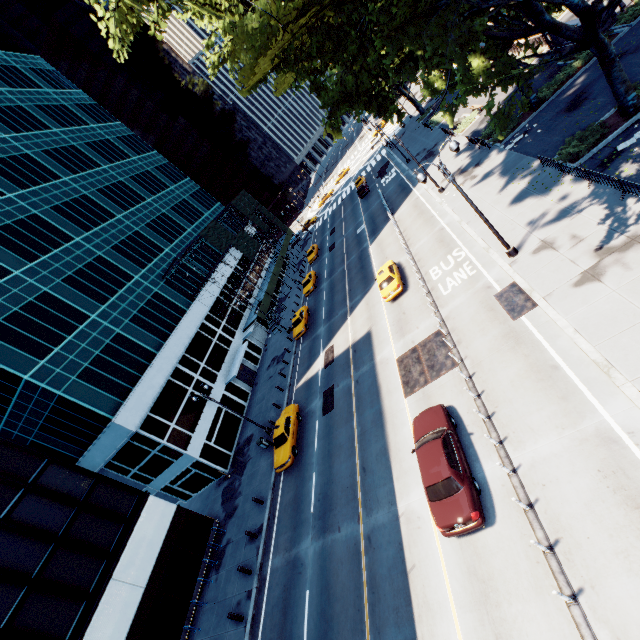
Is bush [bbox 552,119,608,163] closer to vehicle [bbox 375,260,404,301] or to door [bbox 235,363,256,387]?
vehicle [bbox 375,260,404,301]

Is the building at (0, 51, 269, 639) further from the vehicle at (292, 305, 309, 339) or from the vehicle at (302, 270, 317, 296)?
the vehicle at (302, 270, 317, 296)

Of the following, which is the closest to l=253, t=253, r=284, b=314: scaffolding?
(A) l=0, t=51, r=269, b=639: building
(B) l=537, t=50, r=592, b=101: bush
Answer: (A) l=0, t=51, r=269, b=639: building

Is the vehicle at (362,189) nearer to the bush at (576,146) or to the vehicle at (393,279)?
the vehicle at (393,279)

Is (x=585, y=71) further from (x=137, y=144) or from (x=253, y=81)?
(x=137, y=144)

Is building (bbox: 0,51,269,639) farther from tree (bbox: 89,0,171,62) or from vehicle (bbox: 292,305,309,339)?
tree (bbox: 89,0,171,62)

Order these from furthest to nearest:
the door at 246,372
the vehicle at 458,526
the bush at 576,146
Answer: the door at 246,372, the bush at 576,146, the vehicle at 458,526

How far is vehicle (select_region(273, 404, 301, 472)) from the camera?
22.5 meters
